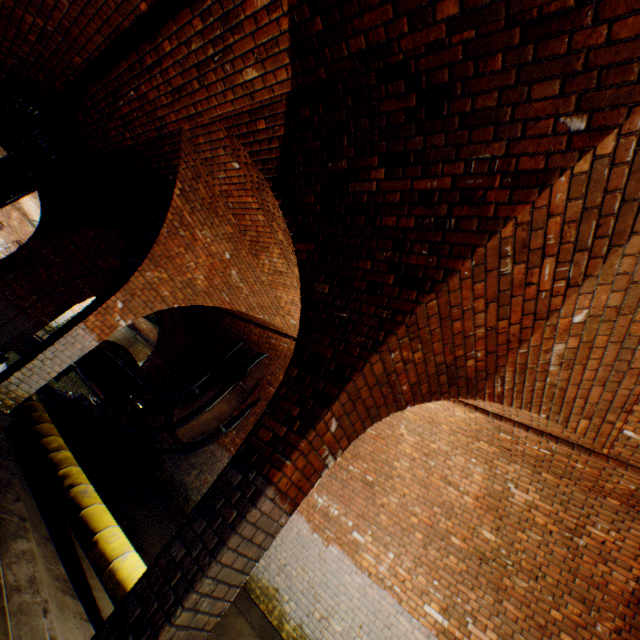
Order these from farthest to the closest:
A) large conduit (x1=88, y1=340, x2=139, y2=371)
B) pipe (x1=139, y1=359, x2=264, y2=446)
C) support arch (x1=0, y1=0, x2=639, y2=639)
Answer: large conduit (x1=88, y1=340, x2=139, y2=371)
pipe (x1=139, y1=359, x2=264, y2=446)
support arch (x1=0, y1=0, x2=639, y2=639)

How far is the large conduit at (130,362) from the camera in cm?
1149

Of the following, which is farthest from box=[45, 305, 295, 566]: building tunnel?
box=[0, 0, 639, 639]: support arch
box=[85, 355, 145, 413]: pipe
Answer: box=[85, 355, 145, 413]: pipe

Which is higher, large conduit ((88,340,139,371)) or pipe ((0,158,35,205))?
pipe ((0,158,35,205))

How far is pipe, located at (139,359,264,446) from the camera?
8.2m

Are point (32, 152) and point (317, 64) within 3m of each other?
no

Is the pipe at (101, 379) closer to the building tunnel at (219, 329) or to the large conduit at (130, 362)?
the large conduit at (130, 362)

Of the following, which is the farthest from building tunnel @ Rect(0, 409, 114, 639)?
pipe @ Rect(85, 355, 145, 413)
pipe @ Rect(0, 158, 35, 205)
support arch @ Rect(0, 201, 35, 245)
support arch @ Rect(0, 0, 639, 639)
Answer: support arch @ Rect(0, 201, 35, 245)
